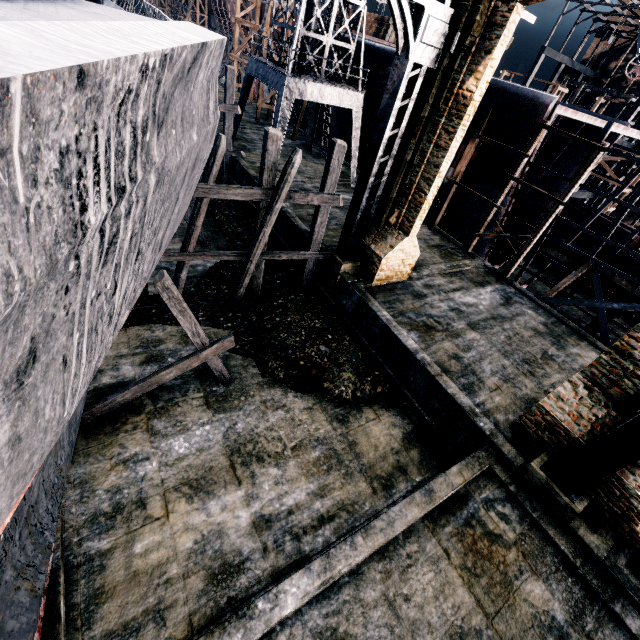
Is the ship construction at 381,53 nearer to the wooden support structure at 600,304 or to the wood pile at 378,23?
the wooden support structure at 600,304

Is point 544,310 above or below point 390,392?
above

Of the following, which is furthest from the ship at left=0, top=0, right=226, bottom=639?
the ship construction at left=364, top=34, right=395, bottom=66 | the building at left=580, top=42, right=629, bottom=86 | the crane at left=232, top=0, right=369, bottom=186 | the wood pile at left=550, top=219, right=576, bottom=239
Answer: the building at left=580, top=42, right=629, bottom=86

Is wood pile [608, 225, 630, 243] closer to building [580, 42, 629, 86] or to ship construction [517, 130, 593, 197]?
ship construction [517, 130, 593, 197]

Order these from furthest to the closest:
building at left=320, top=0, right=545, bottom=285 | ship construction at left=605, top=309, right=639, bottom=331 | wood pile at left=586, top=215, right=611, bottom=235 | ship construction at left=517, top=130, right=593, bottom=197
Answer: wood pile at left=586, top=215, right=611, bottom=235, ship construction at left=605, top=309, right=639, bottom=331, ship construction at left=517, top=130, right=593, bottom=197, building at left=320, top=0, right=545, bottom=285

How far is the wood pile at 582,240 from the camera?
25.6 meters

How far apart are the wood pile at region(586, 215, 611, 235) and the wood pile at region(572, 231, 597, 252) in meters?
0.4 m

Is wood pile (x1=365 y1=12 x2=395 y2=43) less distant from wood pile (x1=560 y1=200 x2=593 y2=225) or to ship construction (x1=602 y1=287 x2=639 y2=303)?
ship construction (x1=602 y1=287 x2=639 y2=303)
